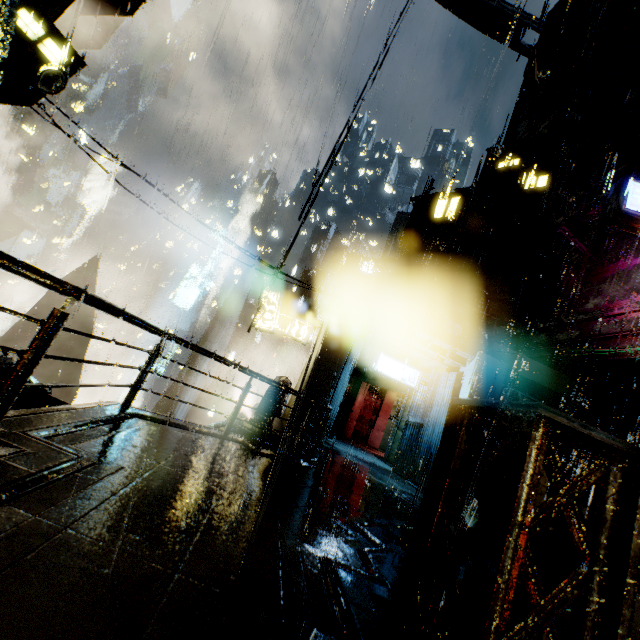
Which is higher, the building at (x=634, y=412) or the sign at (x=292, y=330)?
the building at (x=634, y=412)

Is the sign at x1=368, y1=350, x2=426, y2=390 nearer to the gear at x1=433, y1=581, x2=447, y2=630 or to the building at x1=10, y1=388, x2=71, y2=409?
the building at x1=10, y1=388, x2=71, y2=409

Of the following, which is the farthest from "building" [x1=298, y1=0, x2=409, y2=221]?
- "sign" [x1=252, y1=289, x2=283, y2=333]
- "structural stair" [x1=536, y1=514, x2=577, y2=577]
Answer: "sign" [x1=252, y1=289, x2=283, y2=333]

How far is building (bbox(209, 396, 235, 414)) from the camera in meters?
56.2 m

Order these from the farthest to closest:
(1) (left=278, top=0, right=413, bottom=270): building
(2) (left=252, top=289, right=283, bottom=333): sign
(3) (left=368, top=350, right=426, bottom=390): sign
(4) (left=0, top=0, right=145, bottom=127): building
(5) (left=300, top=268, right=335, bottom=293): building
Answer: (5) (left=300, top=268, right=335, bottom=293): building → (2) (left=252, top=289, right=283, bottom=333): sign → (3) (left=368, top=350, right=426, bottom=390): sign → (1) (left=278, top=0, right=413, bottom=270): building → (4) (left=0, top=0, right=145, bottom=127): building

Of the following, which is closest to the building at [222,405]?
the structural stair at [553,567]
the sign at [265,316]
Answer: the structural stair at [553,567]

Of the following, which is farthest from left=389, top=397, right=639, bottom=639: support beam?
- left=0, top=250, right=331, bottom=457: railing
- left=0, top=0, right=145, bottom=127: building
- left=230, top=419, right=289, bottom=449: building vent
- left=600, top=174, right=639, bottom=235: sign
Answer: left=600, top=174, right=639, bottom=235: sign

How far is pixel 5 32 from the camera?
5.7 meters
